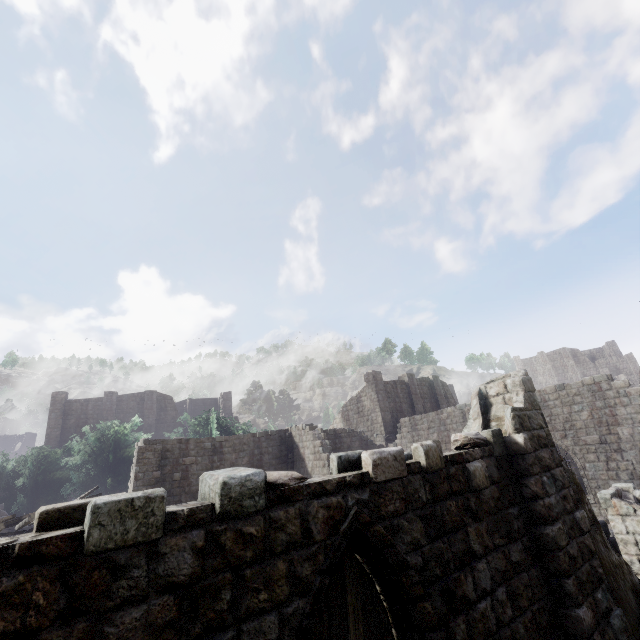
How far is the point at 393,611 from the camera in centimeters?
389cm
